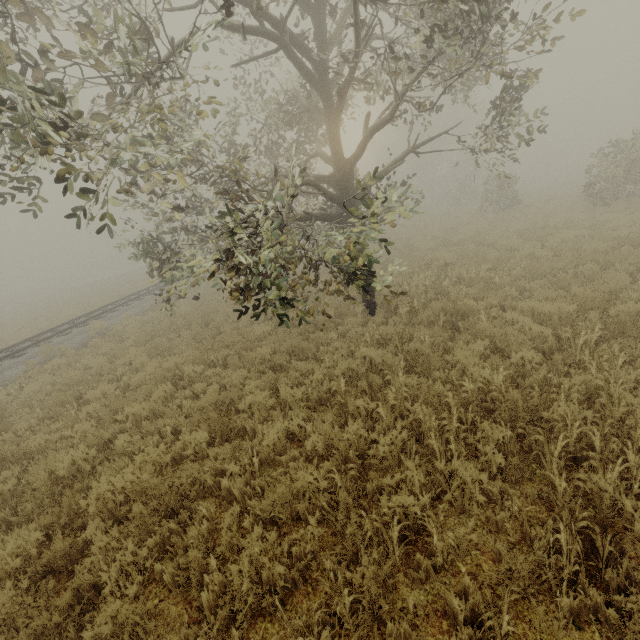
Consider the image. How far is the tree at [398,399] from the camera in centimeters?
508cm

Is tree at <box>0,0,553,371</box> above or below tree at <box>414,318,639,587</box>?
above

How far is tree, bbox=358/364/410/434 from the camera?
5.1 meters

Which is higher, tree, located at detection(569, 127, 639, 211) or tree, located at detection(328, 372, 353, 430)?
tree, located at detection(569, 127, 639, 211)

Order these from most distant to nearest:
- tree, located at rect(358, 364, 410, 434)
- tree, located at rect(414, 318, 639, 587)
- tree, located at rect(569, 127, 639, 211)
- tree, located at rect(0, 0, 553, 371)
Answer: tree, located at rect(569, 127, 639, 211), tree, located at rect(358, 364, 410, 434), tree, located at rect(0, 0, 553, 371), tree, located at rect(414, 318, 639, 587)

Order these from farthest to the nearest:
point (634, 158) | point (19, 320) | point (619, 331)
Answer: point (19, 320) → point (634, 158) → point (619, 331)
